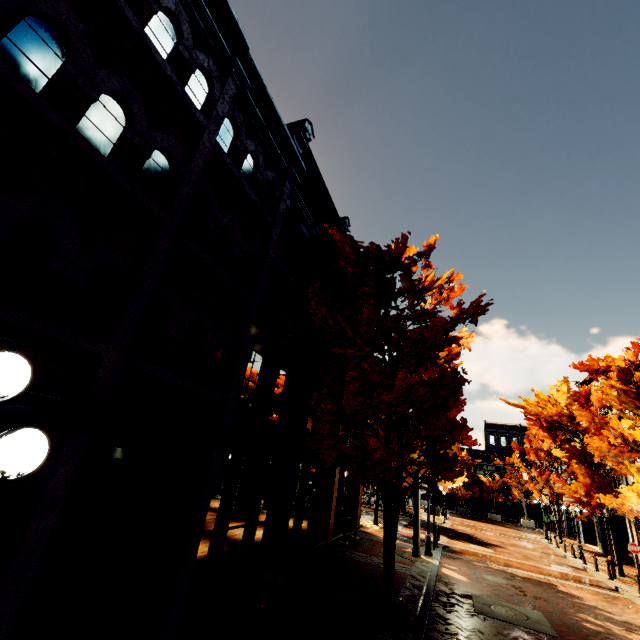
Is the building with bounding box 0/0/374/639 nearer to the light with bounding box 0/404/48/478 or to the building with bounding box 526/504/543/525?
the light with bounding box 0/404/48/478

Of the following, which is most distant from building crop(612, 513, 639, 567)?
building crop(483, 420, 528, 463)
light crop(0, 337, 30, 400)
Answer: light crop(0, 337, 30, 400)

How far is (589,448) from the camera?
14.52m

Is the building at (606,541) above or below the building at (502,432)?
below

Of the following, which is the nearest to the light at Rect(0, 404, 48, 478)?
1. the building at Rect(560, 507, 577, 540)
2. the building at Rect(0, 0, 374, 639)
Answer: the building at Rect(0, 0, 374, 639)

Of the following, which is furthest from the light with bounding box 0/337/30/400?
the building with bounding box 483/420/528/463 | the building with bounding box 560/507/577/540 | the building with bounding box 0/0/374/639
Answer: the building with bounding box 483/420/528/463

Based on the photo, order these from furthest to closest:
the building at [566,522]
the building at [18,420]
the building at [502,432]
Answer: the building at [502,432], the building at [566,522], the building at [18,420]
